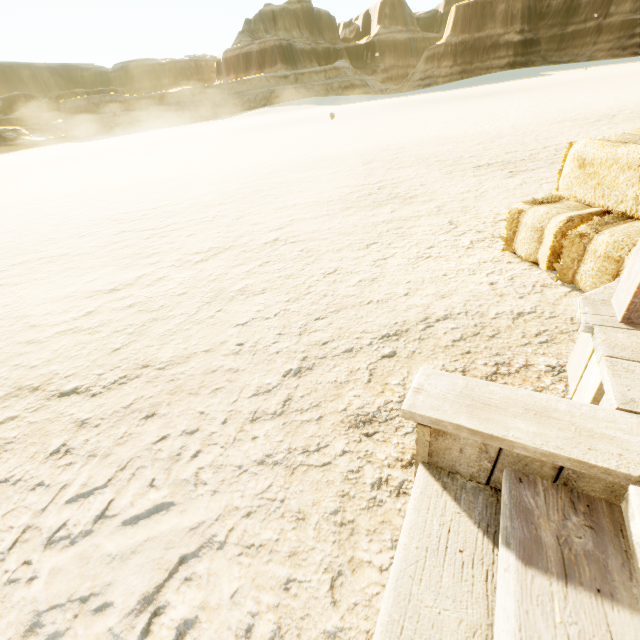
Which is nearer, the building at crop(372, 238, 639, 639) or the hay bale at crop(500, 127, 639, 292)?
the building at crop(372, 238, 639, 639)

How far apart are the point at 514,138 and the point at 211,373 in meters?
9.2

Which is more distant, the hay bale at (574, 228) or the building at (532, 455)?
the hay bale at (574, 228)
